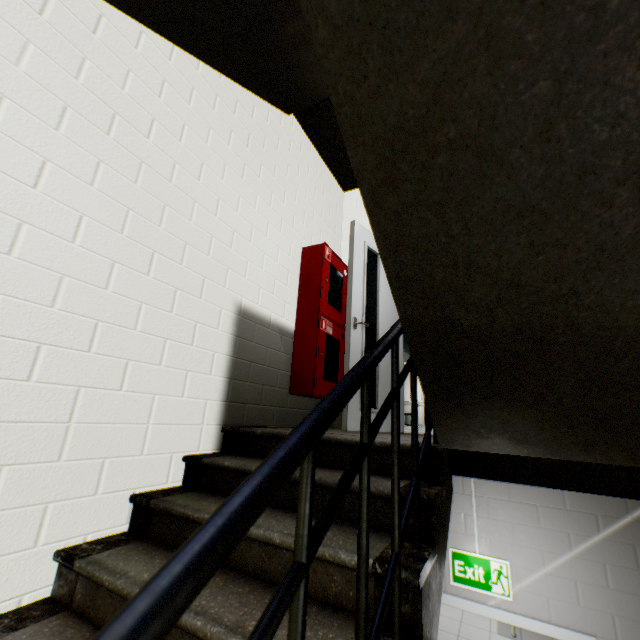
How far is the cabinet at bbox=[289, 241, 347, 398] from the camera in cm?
308

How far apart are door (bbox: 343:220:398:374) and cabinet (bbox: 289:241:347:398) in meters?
0.3 m

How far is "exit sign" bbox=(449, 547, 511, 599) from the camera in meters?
2.7

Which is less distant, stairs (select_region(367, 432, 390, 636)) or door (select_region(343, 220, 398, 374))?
stairs (select_region(367, 432, 390, 636))

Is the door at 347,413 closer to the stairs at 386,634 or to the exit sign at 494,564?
the stairs at 386,634

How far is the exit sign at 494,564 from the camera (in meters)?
2.70

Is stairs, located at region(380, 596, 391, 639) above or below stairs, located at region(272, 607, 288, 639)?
above

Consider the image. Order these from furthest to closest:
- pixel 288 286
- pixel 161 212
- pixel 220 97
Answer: pixel 288 286
pixel 220 97
pixel 161 212
